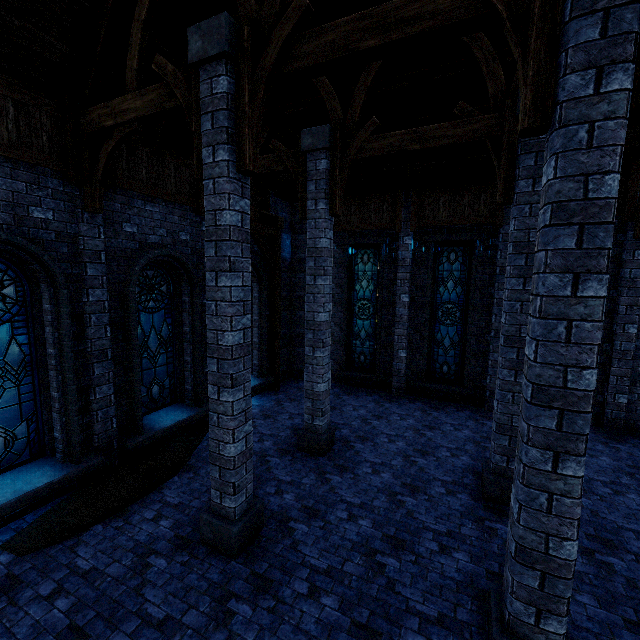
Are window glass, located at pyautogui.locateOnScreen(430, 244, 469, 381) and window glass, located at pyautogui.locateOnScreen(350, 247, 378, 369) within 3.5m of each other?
yes

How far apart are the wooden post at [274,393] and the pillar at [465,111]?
8.0m

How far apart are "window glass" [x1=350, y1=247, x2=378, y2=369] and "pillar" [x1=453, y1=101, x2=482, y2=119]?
5.9m

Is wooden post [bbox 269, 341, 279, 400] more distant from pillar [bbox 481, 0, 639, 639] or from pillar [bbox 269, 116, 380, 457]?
pillar [bbox 481, 0, 639, 639]

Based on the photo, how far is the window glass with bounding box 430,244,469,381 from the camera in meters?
10.7 m

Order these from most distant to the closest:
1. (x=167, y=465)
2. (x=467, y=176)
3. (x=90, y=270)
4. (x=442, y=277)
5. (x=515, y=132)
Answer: (x=442, y=277) < (x=467, y=176) < (x=167, y=465) < (x=90, y=270) < (x=515, y=132)

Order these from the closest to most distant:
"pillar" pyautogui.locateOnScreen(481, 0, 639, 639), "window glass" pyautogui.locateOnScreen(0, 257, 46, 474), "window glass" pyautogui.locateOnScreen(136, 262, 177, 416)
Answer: "pillar" pyautogui.locateOnScreen(481, 0, 639, 639), "window glass" pyautogui.locateOnScreen(0, 257, 46, 474), "window glass" pyautogui.locateOnScreen(136, 262, 177, 416)

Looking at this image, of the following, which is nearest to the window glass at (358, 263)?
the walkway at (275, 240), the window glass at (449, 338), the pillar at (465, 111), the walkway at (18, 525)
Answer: the window glass at (449, 338)
